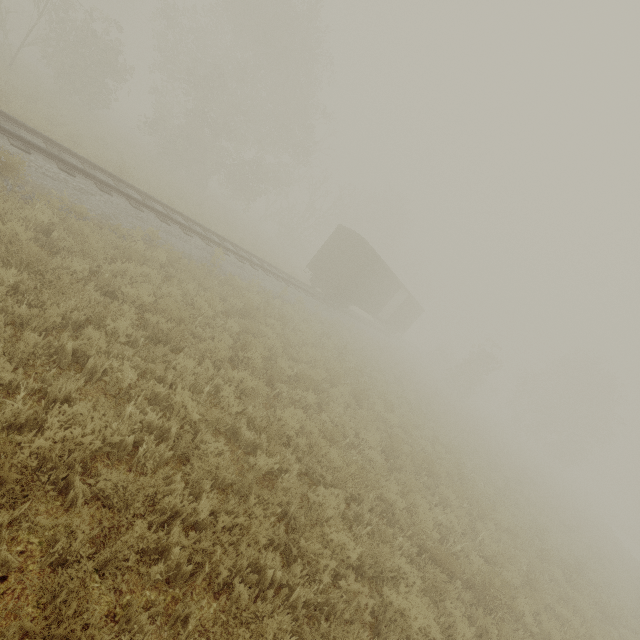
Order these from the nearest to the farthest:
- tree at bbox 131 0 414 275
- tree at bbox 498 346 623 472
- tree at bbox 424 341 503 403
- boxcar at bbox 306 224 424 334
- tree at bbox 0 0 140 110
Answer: tree at bbox 0 0 140 110 < boxcar at bbox 306 224 424 334 < tree at bbox 131 0 414 275 < tree at bbox 424 341 503 403 < tree at bbox 498 346 623 472

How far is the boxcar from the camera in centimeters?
2075cm

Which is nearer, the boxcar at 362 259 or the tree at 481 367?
the boxcar at 362 259

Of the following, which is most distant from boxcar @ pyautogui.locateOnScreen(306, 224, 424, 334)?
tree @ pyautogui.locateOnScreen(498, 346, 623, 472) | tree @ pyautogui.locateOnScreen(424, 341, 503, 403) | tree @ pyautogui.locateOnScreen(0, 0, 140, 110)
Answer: tree @ pyautogui.locateOnScreen(498, 346, 623, 472)

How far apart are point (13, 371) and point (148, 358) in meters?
2.0

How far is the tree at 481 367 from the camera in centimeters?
3488cm

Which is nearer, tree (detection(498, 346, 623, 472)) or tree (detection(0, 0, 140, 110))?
tree (detection(0, 0, 140, 110))

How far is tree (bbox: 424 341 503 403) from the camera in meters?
34.9
